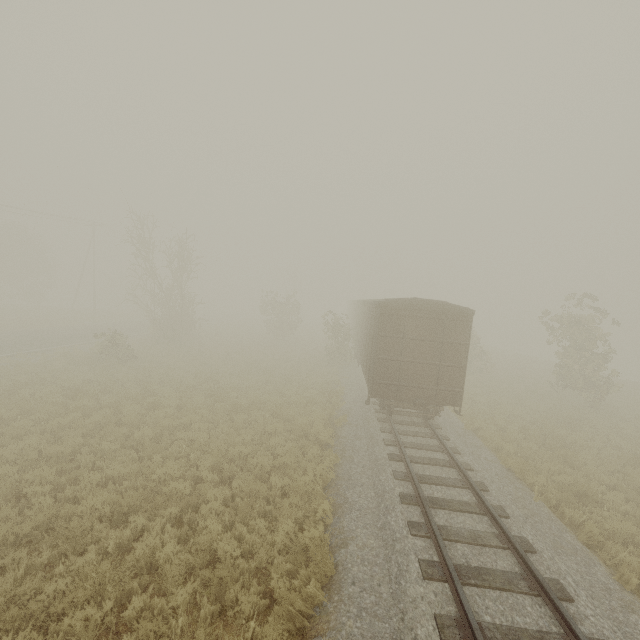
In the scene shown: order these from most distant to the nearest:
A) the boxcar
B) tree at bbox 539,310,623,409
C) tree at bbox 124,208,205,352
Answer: tree at bbox 124,208,205,352 → tree at bbox 539,310,623,409 → the boxcar

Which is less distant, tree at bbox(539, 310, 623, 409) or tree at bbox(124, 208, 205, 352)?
tree at bbox(539, 310, 623, 409)

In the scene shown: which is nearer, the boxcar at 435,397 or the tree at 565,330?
the boxcar at 435,397

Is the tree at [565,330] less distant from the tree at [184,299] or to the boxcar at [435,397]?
the boxcar at [435,397]

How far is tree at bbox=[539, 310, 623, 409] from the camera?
18.52m

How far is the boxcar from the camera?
11.8m

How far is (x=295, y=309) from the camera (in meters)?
32.12

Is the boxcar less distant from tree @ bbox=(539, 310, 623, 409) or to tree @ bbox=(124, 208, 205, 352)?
tree @ bbox=(539, 310, 623, 409)
